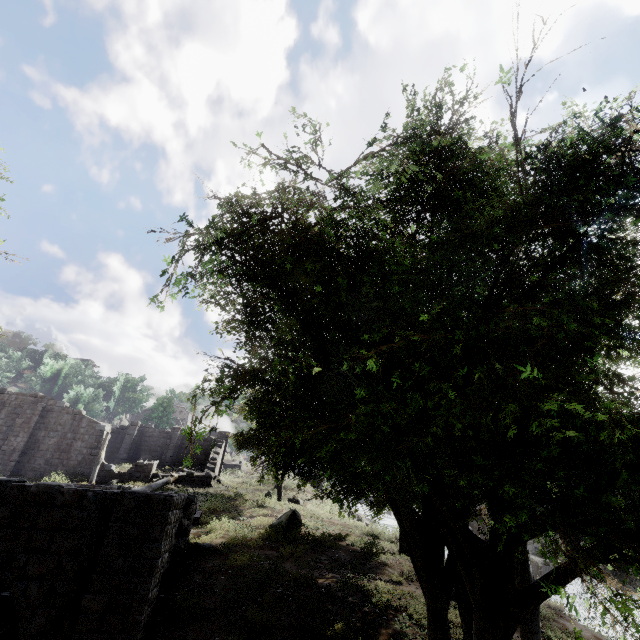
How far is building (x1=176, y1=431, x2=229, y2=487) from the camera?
25.8 meters

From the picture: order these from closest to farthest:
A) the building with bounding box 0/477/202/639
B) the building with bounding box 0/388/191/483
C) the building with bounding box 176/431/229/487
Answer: the building with bounding box 0/477/202/639 → the building with bounding box 0/388/191/483 → the building with bounding box 176/431/229/487

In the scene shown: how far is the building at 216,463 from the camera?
25.8 meters

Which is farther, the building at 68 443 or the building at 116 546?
the building at 68 443

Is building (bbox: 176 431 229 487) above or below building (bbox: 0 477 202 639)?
above

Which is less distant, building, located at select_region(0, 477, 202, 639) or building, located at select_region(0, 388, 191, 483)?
building, located at select_region(0, 477, 202, 639)

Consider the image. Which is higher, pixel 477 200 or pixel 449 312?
pixel 477 200
